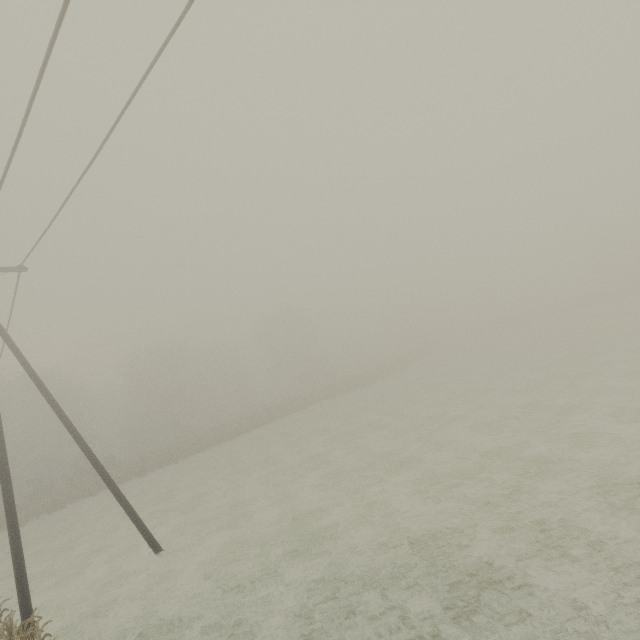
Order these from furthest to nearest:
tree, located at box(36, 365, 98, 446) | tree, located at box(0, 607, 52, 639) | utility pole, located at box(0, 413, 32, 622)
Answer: tree, located at box(36, 365, 98, 446) < utility pole, located at box(0, 413, 32, 622) < tree, located at box(0, 607, 52, 639)

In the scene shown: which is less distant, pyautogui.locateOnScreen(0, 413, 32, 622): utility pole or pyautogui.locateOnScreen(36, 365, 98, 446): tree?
pyautogui.locateOnScreen(0, 413, 32, 622): utility pole

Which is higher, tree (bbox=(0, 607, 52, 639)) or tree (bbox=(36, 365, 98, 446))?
tree (bbox=(36, 365, 98, 446))

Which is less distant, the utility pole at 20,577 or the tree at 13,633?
the tree at 13,633

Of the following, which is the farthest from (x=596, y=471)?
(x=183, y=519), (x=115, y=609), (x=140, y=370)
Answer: (x=140, y=370)

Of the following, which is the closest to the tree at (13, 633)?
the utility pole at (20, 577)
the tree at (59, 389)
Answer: the utility pole at (20, 577)

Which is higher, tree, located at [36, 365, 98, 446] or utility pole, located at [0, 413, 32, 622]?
tree, located at [36, 365, 98, 446]

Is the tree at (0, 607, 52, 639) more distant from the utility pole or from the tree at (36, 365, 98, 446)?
the tree at (36, 365, 98, 446)
